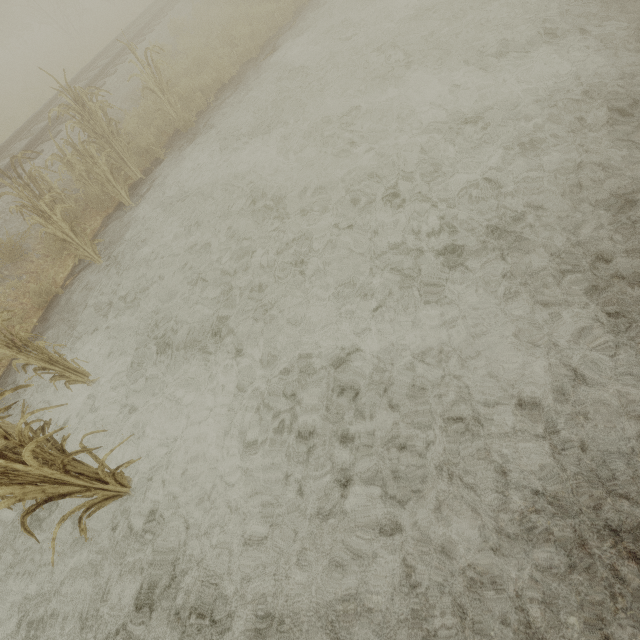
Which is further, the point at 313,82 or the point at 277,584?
the point at 313,82

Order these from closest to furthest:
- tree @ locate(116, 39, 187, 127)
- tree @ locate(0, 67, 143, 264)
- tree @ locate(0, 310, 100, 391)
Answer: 1. tree @ locate(0, 310, 100, 391)
2. tree @ locate(0, 67, 143, 264)
3. tree @ locate(116, 39, 187, 127)

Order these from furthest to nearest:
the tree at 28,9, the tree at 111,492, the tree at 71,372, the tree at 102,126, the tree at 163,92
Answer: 1. the tree at 28,9
2. the tree at 163,92
3. the tree at 102,126
4. the tree at 71,372
5. the tree at 111,492

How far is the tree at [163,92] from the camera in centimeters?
679cm

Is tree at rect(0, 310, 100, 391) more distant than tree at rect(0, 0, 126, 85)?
No

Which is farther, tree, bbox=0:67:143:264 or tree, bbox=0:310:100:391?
tree, bbox=0:67:143:264

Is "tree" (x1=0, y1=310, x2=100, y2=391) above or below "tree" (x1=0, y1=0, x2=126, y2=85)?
below
